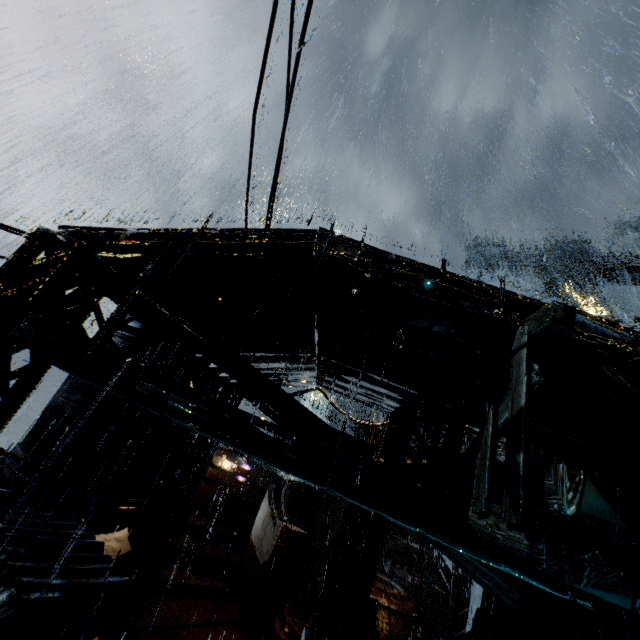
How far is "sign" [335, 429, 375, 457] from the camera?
11.17m

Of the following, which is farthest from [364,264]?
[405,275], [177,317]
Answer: [177,317]

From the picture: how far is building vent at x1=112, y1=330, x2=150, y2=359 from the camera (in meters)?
10.48

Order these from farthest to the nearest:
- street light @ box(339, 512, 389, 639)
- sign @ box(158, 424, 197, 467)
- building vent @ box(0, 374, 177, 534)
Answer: sign @ box(158, 424, 197, 467)
street light @ box(339, 512, 389, 639)
building vent @ box(0, 374, 177, 534)

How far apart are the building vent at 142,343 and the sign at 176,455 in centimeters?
1cm

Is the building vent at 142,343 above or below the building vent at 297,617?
above

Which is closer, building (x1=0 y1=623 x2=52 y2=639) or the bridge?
the bridge

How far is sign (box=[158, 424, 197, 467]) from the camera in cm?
1062
